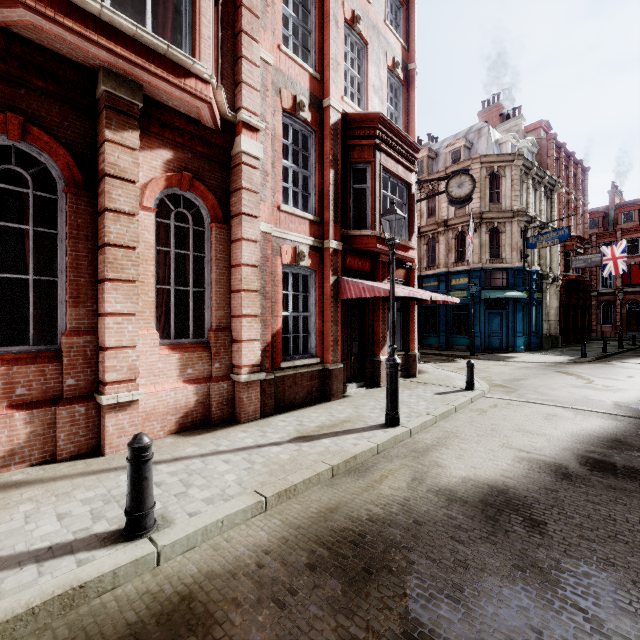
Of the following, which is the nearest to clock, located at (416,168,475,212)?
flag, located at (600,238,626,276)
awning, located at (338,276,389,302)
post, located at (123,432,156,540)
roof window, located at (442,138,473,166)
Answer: awning, located at (338,276,389,302)

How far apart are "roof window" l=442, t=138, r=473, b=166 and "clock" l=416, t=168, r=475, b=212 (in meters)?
14.53

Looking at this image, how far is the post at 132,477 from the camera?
3.13m

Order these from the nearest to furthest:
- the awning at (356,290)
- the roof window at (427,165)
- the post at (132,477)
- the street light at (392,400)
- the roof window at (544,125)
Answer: the post at (132,477) < the street light at (392,400) < the awning at (356,290) < the roof window at (427,165) < the roof window at (544,125)

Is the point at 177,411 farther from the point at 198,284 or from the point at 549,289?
the point at 549,289

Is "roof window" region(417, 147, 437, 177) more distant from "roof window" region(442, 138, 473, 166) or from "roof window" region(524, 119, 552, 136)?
"roof window" region(524, 119, 552, 136)

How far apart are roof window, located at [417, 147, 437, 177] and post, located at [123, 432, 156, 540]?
29.2 meters

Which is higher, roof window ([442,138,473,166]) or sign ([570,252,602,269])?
roof window ([442,138,473,166])
